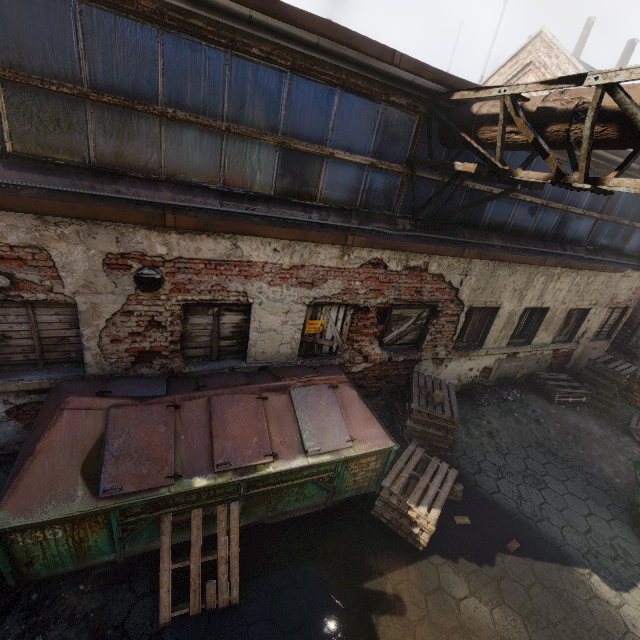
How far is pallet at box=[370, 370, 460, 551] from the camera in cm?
465

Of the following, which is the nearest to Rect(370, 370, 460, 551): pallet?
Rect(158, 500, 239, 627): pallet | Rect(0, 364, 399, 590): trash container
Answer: Rect(0, 364, 399, 590): trash container

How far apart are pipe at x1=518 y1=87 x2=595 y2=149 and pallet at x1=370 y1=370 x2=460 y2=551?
4.8 meters

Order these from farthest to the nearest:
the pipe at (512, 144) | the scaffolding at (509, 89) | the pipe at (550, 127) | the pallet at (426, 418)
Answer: the pallet at (426, 418) < the pipe at (512, 144) < the pipe at (550, 127) < the scaffolding at (509, 89)

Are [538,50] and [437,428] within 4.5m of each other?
no

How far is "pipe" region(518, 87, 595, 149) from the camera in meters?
3.5 m

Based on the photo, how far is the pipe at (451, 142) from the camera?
5.1m
